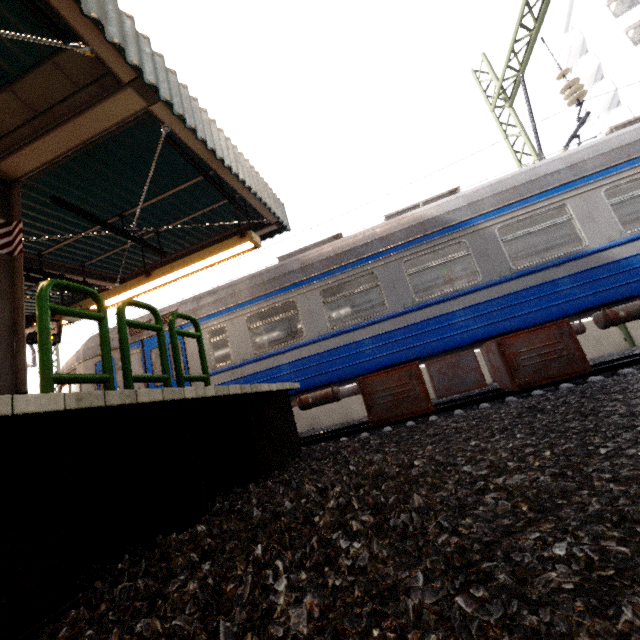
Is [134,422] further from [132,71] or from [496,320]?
[496,320]

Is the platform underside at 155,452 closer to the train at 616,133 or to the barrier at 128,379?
the barrier at 128,379

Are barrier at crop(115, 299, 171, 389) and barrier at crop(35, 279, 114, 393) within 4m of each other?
yes

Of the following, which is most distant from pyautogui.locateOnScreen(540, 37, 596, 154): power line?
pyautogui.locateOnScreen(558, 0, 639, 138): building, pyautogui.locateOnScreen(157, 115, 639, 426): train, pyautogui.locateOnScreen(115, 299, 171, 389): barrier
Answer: pyautogui.locateOnScreen(558, 0, 639, 138): building

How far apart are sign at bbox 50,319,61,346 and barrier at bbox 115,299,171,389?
4.3m

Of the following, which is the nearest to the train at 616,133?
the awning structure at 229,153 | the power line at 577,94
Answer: the power line at 577,94

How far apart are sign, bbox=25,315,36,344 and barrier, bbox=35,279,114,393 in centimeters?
450cm
